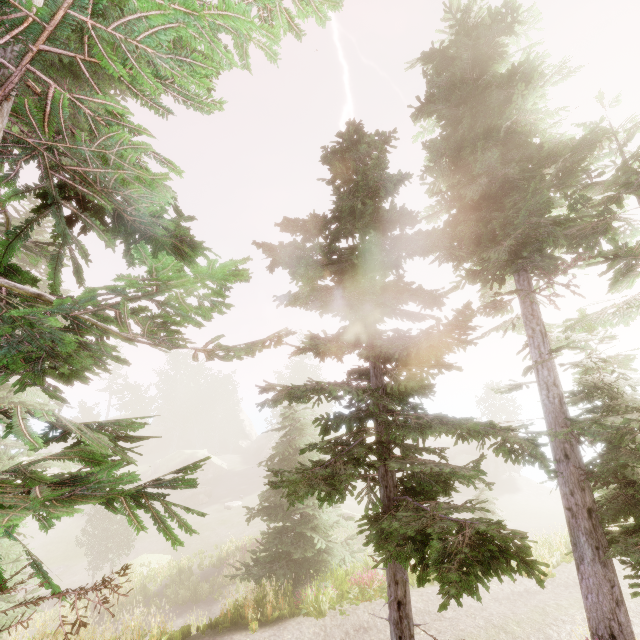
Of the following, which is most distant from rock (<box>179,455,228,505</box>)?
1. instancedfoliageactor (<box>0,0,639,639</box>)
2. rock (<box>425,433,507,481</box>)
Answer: rock (<box>425,433,507,481</box>)

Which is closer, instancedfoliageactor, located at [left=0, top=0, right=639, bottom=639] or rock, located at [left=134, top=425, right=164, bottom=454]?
instancedfoliageactor, located at [left=0, top=0, right=639, bottom=639]

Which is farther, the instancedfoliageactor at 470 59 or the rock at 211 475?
the rock at 211 475

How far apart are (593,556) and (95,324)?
10.7 meters

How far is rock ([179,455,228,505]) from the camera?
39.8m

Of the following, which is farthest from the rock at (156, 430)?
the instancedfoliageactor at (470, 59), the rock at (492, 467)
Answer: the rock at (492, 467)

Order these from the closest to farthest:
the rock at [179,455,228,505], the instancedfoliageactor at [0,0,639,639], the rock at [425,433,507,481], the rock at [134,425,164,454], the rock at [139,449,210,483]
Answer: the instancedfoliageactor at [0,0,639,639] → the rock at [179,455,228,505] → the rock at [425,433,507,481] → the rock at [139,449,210,483] → the rock at [134,425,164,454]

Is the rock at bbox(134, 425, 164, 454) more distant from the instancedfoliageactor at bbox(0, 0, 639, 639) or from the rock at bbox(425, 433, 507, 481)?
the rock at bbox(425, 433, 507, 481)
